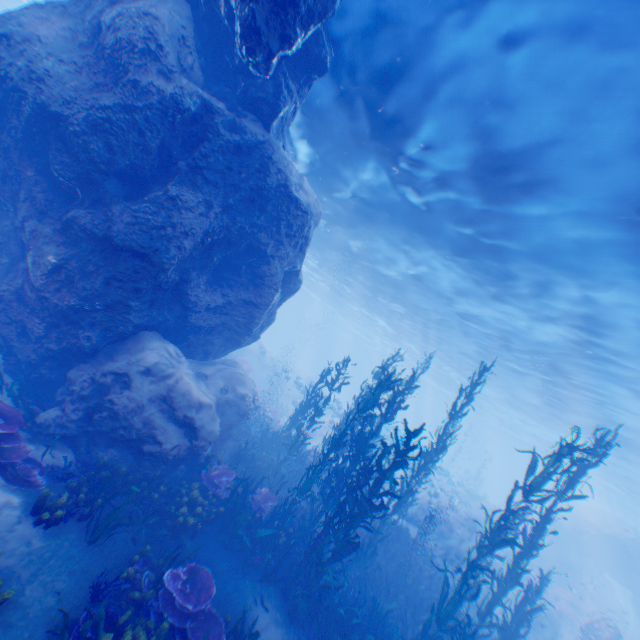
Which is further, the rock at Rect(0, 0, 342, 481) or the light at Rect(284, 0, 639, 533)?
the rock at Rect(0, 0, 342, 481)

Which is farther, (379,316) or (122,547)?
(379,316)

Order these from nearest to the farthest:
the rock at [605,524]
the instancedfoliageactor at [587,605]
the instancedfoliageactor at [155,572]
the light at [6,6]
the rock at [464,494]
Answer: the instancedfoliageactor at [155,572] < the light at [6,6] < the instancedfoliageactor at [587,605] < the rock at [464,494] < the rock at [605,524]

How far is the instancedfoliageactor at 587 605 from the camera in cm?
2075

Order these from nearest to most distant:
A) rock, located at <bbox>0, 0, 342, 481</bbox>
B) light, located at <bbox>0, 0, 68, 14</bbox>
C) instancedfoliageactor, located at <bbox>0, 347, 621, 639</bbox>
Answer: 1. instancedfoliageactor, located at <bbox>0, 347, 621, 639</bbox>
2. rock, located at <bbox>0, 0, 342, 481</bbox>
3. light, located at <bbox>0, 0, 68, 14</bbox>

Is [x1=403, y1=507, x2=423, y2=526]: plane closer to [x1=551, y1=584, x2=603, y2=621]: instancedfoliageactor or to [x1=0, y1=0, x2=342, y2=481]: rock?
[x1=0, y1=0, x2=342, y2=481]: rock

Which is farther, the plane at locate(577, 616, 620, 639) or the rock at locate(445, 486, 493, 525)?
the rock at locate(445, 486, 493, 525)

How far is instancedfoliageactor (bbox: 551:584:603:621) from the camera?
20.75m
